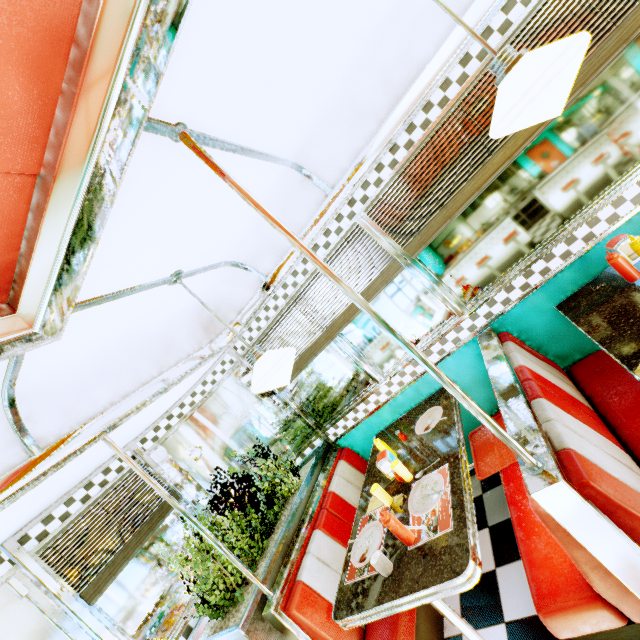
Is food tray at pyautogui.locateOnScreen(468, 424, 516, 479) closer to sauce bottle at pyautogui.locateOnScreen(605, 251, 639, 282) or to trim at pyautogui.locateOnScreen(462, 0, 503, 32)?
sauce bottle at pyautogui.locateOnScreen(605, 251, 639, 282)

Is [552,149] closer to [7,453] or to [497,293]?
[497,293]

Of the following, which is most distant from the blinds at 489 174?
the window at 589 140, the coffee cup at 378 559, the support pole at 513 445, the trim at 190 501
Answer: the trim at 190 501

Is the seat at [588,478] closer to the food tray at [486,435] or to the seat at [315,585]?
the food tray at [486,435]

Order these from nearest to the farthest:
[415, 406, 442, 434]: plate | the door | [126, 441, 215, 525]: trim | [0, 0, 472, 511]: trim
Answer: [0, 0, 472, 511]: trim, the door, [415, 406, 442, 434]: plate, [126, 441, 215, 525]: trim

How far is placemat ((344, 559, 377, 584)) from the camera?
1.90m

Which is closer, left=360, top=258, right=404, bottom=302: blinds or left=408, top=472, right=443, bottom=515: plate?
left=408, top=472, right=443, bottom=515: plate

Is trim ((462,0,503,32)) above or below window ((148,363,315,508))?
above
